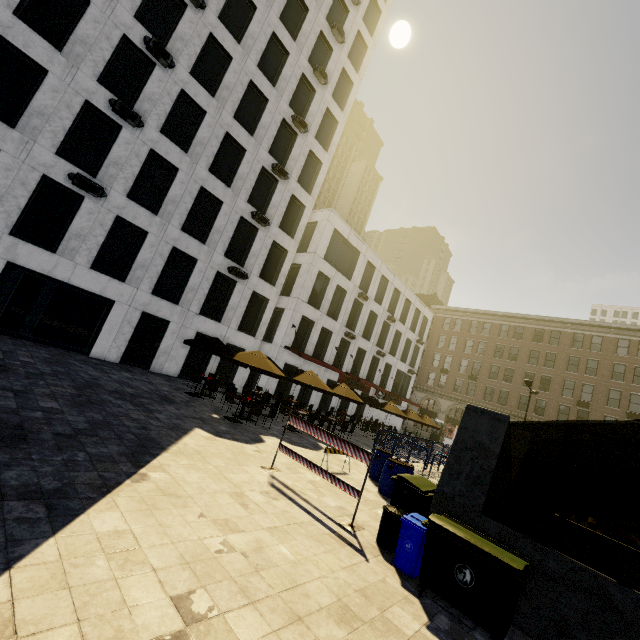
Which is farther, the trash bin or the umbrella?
the umbrella

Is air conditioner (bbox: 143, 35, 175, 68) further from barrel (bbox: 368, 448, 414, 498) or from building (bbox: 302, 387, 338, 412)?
barrel (bbox: 368, 448, 414, 498)

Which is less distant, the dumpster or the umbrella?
the dumpster

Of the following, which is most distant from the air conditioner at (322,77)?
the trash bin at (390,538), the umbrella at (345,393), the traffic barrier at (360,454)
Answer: the trash bin at (390,538)

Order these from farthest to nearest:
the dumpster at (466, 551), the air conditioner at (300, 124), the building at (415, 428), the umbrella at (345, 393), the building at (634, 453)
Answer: the building at (634, 453) < the building at (415, 428) < the air conditioner at (300, 124) < the umbrella at (345, 393) < the dumpster at (466, 551)

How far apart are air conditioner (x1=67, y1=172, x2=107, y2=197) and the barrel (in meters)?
16.39

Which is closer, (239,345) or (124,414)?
(124,414)

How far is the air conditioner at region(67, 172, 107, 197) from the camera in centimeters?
1391cm
